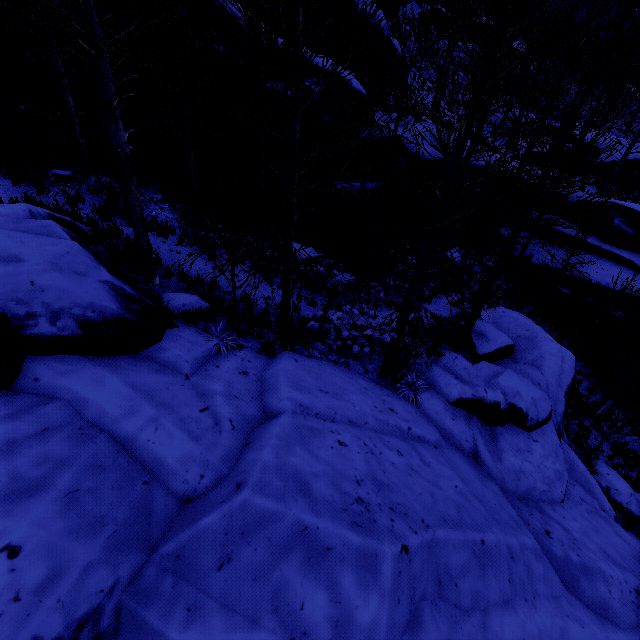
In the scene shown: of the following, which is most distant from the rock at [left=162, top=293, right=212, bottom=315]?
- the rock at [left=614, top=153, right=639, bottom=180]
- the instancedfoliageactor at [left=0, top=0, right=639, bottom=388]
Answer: the rock at [left=614, top=153, right=639, bottom=180]

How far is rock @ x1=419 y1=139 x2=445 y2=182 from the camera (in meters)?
11.75

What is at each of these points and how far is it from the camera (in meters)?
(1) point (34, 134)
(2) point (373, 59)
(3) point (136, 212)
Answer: (1) rock, 8.60
(2) rock, 17.53
(3) instancedfoliageactor, 6.73

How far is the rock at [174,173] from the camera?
9.6m

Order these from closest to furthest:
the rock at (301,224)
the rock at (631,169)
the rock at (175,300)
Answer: the rock at (175,300) → the rock at (301,224) → the rock at (631,169)
